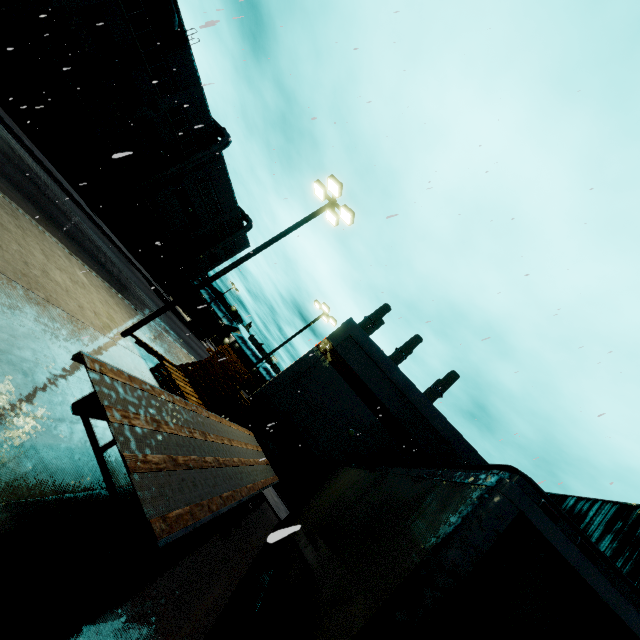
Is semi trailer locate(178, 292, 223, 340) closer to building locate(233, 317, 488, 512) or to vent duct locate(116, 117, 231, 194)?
building locate(233, 317, 488, 512)

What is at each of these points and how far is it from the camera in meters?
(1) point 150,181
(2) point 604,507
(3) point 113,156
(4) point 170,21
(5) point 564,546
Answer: (1) vent duct, 32.0 m
(2) cargo container, 8.0 m
(3) building, 2.7 m
(4) vent duct, 24.4 m
(5) semi trailer, 2.1 m

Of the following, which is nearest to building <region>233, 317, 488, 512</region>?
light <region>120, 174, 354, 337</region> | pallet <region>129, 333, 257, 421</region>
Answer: pallet <region>129, 333, 257, 421</region>

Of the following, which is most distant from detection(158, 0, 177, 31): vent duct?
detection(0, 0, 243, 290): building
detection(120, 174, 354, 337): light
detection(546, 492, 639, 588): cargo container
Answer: detection(120, 174, 354, 337): light

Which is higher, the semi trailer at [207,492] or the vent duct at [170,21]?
the vent duct at [170,21]

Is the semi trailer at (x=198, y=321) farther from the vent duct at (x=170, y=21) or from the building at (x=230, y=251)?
the vent duct at (x=170, y=21)

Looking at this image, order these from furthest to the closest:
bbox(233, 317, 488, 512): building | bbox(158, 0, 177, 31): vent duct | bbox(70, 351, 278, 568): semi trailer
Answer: bbox(158, 0, 177, 31): vent duct < bbox(233, 317, 488, 512): building < bbox(70, 351, 278, 568): semi trailer

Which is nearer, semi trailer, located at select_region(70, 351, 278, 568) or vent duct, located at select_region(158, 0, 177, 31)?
semi trailer, located at select_region(70, 351, 278, 568)
